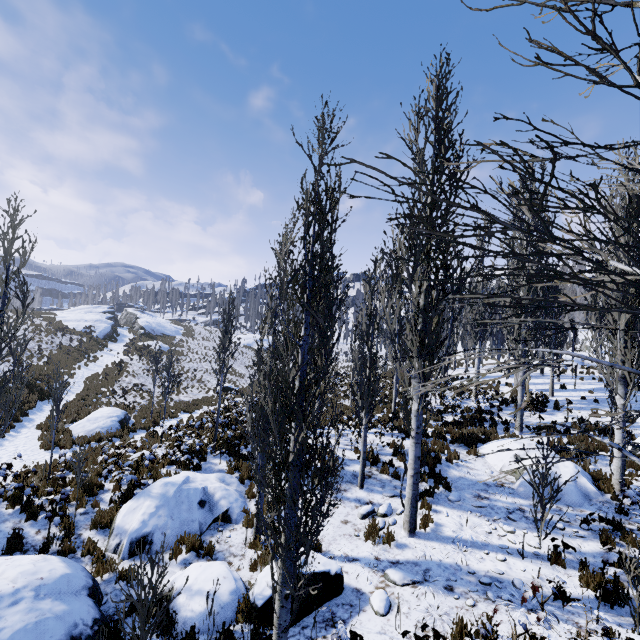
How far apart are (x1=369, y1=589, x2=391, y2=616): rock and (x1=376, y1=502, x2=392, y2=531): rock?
2.5 meters

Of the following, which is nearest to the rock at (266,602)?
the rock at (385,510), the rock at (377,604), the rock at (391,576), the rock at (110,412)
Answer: the rock at (377,604)

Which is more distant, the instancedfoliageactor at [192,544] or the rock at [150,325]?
the rock at [150,325]

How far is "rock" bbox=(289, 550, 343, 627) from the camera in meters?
5.9 m

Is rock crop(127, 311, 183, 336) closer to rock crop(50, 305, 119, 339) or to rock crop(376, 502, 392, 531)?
rock crop(50, 305, 119, 339)

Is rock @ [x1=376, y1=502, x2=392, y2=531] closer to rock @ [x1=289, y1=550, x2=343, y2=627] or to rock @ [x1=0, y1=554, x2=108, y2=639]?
rock @ [x1=289, y1=550, x2=343, y2=627]

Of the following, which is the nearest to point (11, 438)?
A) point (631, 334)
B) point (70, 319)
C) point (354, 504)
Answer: point (354, 504)

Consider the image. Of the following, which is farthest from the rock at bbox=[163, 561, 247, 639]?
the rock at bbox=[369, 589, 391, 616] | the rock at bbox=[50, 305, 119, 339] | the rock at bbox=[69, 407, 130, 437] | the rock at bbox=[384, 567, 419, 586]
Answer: the rock at bbox=[50, 305, 119, 339]
